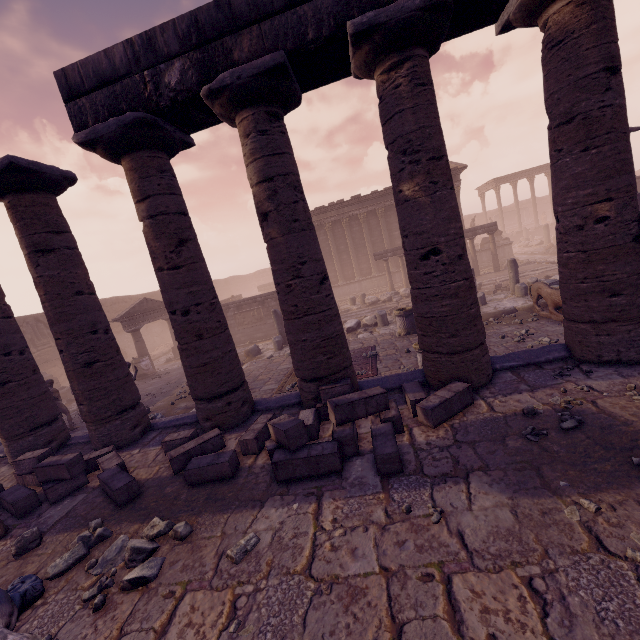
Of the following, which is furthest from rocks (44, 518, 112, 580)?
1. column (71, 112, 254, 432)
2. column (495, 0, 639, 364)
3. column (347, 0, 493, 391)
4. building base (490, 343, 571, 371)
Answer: column (495, 0, 639, 364)

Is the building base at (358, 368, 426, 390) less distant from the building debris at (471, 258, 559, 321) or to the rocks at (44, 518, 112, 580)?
the rocks at (44, 518, 112, 580)

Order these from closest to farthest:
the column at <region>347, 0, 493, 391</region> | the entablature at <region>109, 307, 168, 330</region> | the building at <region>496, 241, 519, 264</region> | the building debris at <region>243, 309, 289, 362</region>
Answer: the column at <region>347, 0, 493, 391</region> < the building debris at <region>243, 309, 289, 362</region> < the entablature at <region>109, 307, 168, 330</region> < the building at <region>496, 241, 519, 264</region>

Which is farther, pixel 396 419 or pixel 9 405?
pixel 9 405

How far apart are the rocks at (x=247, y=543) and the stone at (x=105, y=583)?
1.2 meters

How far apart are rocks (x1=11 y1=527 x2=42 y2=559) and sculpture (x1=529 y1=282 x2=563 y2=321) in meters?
12.2 m

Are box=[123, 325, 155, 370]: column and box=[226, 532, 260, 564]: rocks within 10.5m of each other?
no

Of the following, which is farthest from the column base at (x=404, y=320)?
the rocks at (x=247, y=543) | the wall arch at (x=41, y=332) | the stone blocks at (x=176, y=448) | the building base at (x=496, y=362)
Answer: the wall arch at (x=41, y=332)
